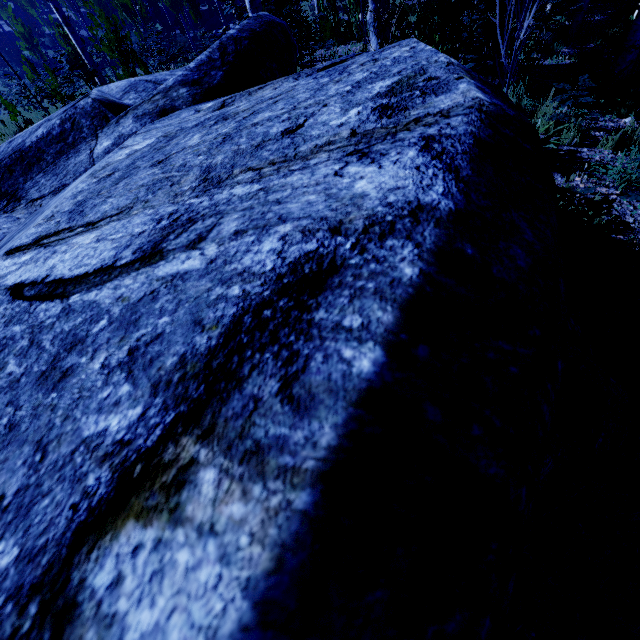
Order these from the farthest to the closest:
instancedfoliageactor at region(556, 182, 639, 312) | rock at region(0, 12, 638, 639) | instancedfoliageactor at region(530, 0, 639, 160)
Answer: instancedfoliageactor at region(530, 0, 639, 160)
instancedfoliageactor at region(556, 182, 639, 312)
rock at region(0, 12, 638, 639)

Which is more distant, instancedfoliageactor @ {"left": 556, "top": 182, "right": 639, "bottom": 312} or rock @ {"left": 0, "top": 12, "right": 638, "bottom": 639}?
instancedfoliageactor @ {"left": 556, "top": 182, "right": 639, "bottom": 312}

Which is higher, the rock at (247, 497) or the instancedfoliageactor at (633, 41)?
the rock at (247, 497)

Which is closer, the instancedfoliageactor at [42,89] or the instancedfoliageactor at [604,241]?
the instancedfoliageactor at [604,241]

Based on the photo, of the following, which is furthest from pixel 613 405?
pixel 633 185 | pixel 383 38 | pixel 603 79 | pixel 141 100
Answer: pixel 383 38

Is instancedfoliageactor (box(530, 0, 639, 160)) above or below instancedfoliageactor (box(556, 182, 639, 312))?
below

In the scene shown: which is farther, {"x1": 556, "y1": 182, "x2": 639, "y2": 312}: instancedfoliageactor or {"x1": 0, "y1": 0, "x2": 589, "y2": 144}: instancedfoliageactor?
{"x1": 0, "y1": 0, "x2": 589, "y2": 144}: instancedfoliageactor
